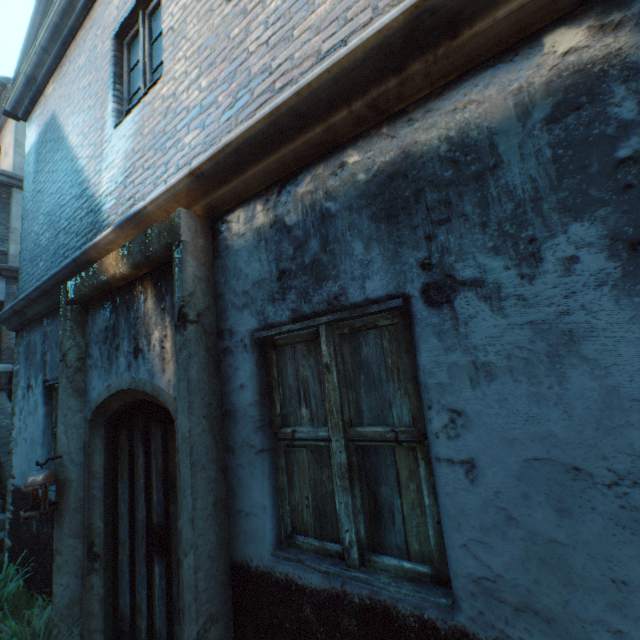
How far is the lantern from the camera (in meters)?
2.84

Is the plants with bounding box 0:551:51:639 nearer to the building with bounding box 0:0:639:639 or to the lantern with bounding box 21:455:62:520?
the lantern with bounding box 21:455:62:520

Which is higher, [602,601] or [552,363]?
[552,363]

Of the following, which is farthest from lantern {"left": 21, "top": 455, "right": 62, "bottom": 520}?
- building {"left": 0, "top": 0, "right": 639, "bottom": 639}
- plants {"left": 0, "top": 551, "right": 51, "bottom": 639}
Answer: building {"left": 0, "top": 0, "right": 639, "bottom": 639}

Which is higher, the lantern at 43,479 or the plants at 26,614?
the lantern at 43,479

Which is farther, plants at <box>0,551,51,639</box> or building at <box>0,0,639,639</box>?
plants at <box>0,551,51,639</box>

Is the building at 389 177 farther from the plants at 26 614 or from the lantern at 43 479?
the lantern at 43 479

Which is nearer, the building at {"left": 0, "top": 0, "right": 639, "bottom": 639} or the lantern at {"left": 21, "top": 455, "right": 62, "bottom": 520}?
the building at {"left": 0, "top": 0, "right": 639, "bottom": 639}
